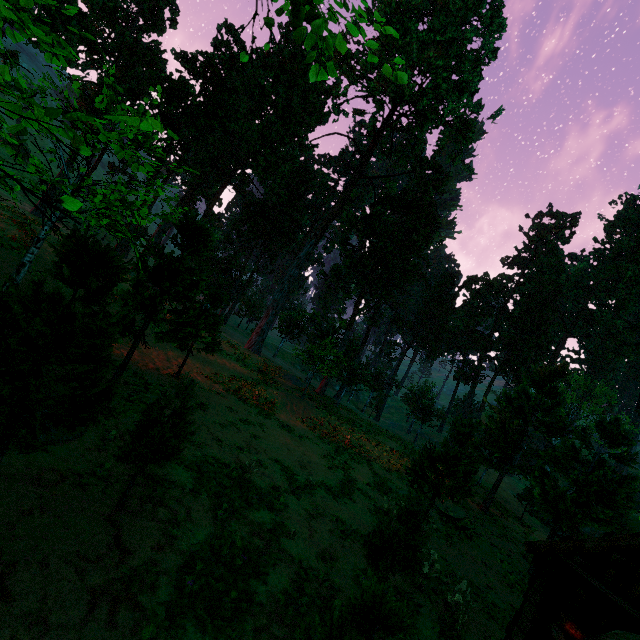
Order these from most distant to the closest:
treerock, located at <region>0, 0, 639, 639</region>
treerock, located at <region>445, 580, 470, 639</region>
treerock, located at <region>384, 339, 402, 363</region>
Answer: treerock, located at <region>384, 339, 402, 363</region> < treerock, located at <region>445, 580, 470, 639</region> < treerock, located at <region>0, 0, 639, 639</region>

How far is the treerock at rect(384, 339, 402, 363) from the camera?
47.0m

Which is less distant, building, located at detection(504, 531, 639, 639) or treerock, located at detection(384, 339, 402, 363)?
building, located at detection(504, 531, 639, 639)

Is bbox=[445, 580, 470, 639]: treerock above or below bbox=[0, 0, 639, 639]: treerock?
below

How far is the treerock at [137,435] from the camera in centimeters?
798cm

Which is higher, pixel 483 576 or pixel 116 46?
pixel 116 46

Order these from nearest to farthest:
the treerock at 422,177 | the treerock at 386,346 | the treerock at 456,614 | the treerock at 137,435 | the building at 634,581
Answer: the treerock at 422,177 < the building at 634,581 < the treerock at 137,435 < the treerock at 456,614 < the treerock at 386,346
